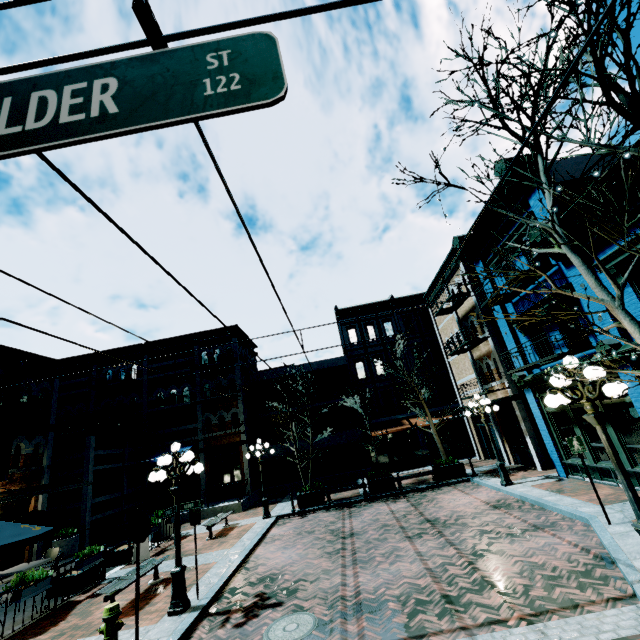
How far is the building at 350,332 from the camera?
27.8m

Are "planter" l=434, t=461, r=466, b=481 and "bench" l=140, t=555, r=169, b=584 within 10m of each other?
no

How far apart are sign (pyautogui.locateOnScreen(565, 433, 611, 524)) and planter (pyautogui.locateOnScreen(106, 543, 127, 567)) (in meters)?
15.51

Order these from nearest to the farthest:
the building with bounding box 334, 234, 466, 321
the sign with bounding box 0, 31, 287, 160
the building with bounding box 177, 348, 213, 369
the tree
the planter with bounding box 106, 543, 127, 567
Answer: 1. the sign with bounding box 0, 31, 287, 160
2. the tree
3. the planter with bounding box 106, 543, 127, 567
4. the building with bounding box 334, 234, 466, 321
5. the building with bounding box 177, 348, 213, 369

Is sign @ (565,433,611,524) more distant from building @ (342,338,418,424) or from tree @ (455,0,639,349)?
building @ (342,338,418,424)

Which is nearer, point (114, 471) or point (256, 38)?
point (256, 38)

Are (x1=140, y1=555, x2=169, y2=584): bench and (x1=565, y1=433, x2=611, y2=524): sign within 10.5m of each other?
no

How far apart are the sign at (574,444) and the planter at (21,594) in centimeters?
1419cm
